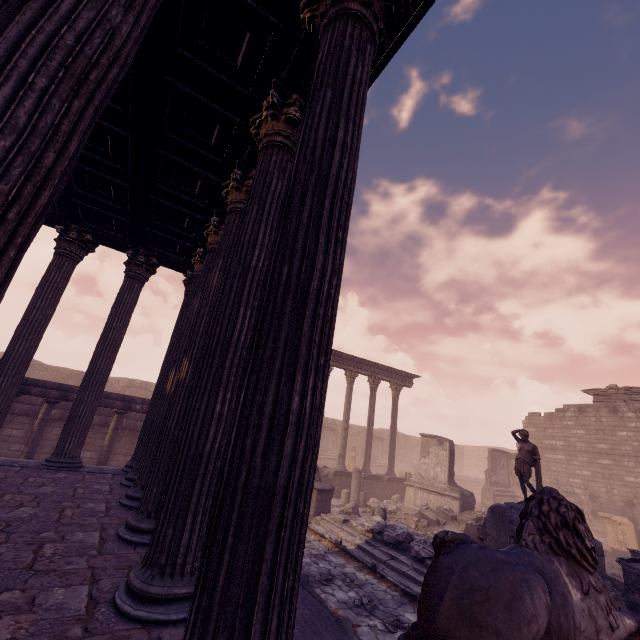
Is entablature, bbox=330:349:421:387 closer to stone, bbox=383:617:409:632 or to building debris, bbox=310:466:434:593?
building debris, bbox=310:466:434:593

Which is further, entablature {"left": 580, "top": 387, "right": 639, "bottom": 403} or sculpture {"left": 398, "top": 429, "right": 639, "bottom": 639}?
entablature {"left": 580, "top": 387, "right": 639, "bottom": 403}

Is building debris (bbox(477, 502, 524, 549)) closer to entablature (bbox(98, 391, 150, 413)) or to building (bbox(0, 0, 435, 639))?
building (bbox(0, 0, 435, 639))

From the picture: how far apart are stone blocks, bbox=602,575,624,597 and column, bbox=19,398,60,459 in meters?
16.4 m

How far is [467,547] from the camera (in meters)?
2.03

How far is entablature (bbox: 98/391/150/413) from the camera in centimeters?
1141cm

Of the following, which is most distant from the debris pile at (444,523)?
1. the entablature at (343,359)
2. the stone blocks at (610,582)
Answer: the entablature at (343,359)

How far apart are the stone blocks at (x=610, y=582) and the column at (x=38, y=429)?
16.36m
